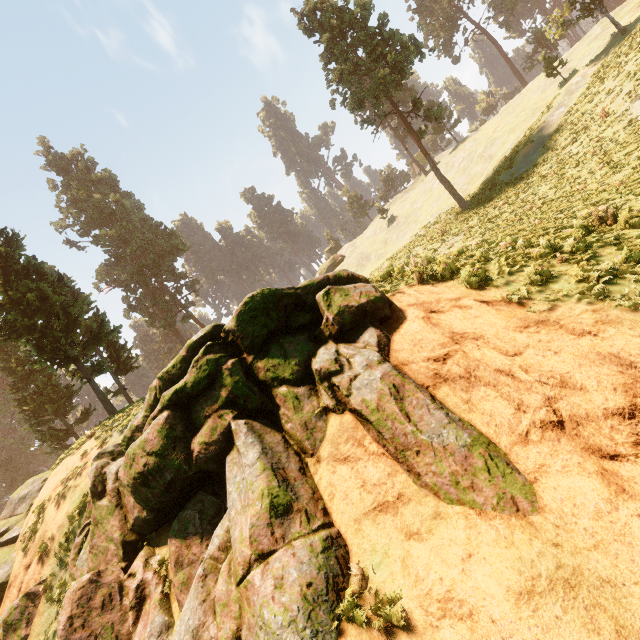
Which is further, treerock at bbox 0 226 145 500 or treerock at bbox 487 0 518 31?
treerock at bbox 487 0 518 31

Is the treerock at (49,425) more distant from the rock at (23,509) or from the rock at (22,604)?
the rock at (22,604)

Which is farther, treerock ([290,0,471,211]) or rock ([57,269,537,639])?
treerock ([290,0,471,211])

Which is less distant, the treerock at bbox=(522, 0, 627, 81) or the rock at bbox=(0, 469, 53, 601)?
the rock at bbox=(0, 469, 53, 601)

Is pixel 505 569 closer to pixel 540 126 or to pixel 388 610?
pixel 388 610

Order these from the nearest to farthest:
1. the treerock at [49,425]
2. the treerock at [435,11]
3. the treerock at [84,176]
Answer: the treerock at [49,425] → the treerock at [84,176] → the treerock at [435,11]

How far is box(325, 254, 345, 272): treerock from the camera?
58.5m

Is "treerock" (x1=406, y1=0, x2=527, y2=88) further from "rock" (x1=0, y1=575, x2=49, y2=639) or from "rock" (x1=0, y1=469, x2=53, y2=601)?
"rock" (x1=0, y1=575, x2=49, y2=639)
